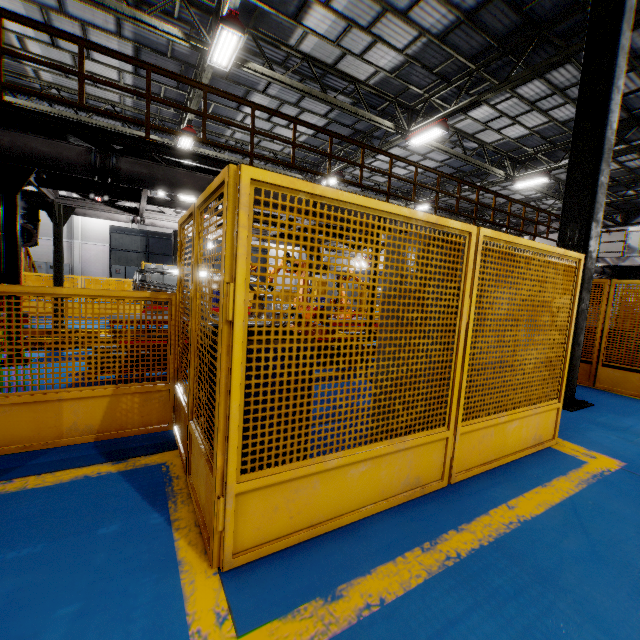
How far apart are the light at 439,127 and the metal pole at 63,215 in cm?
1156

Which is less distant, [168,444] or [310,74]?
[168,444]

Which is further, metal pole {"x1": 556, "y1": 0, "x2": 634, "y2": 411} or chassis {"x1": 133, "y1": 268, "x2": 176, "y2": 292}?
chassis {"x1": 133, "y1": 268, "x2": 176, "y2": 292}

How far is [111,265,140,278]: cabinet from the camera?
18.88m

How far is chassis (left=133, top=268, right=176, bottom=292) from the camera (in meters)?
7.22

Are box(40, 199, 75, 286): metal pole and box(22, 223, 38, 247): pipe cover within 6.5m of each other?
yes

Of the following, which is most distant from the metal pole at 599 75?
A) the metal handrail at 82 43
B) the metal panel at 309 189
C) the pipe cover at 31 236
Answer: the pipe cover at 31 236

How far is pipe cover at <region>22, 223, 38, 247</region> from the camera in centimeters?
811cm
